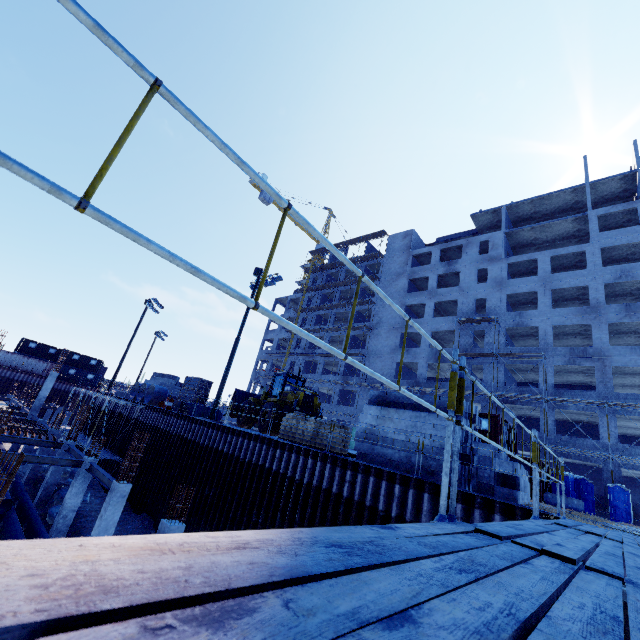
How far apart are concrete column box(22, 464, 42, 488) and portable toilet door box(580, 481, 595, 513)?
37.75m

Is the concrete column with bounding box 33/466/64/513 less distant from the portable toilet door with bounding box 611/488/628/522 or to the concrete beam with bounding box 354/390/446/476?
the concrete beam with bounding box 354/390/446/476

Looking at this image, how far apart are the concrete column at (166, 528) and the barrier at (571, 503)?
21.4m

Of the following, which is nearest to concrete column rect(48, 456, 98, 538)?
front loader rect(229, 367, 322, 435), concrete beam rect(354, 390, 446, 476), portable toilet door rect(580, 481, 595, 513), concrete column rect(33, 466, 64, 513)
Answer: concrete column rect(33, 466, 64, 513)

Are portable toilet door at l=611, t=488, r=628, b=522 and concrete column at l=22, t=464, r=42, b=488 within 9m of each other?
no

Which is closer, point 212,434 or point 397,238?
point 212,434

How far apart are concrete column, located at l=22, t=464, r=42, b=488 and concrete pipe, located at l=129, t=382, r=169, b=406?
5.42m

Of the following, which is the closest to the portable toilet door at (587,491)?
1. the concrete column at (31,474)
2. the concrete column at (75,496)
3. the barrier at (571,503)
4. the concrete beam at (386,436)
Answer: the barrier at (571,503)
